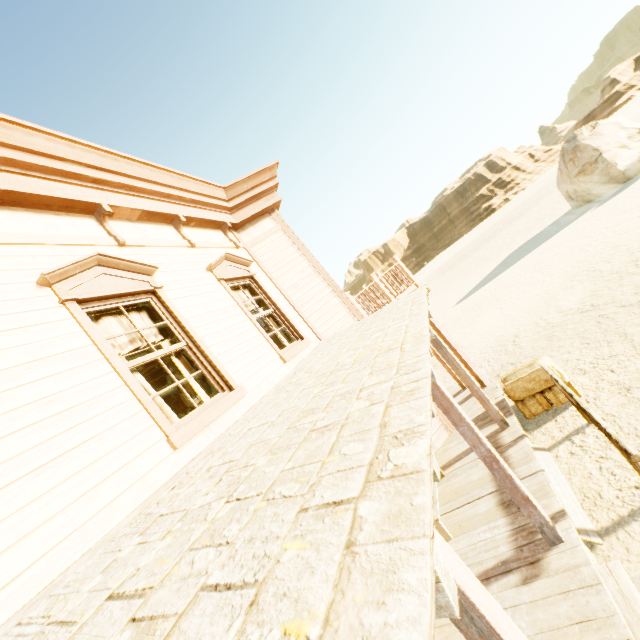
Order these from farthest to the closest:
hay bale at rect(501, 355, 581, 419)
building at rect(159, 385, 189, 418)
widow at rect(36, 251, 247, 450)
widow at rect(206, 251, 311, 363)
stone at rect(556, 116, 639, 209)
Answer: stone at rect(556, 116, 639, 209)
building at rect(159, 385, 189, 418)
hay bale at rect(501, 355, 581, 419)
widow at rect(206, 251, 311, 363)
widow at rect(36, 251, 247, 450)

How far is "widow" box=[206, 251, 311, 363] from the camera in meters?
5.5 m

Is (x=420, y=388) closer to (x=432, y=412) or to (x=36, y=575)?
(x=432, y=412)

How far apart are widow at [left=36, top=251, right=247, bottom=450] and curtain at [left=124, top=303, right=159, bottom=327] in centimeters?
1cm

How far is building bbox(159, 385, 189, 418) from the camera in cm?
1267

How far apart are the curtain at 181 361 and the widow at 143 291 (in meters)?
0.01

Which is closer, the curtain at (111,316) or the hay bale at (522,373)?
the curtain at (111,316)

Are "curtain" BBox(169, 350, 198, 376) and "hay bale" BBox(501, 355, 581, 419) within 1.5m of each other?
no
